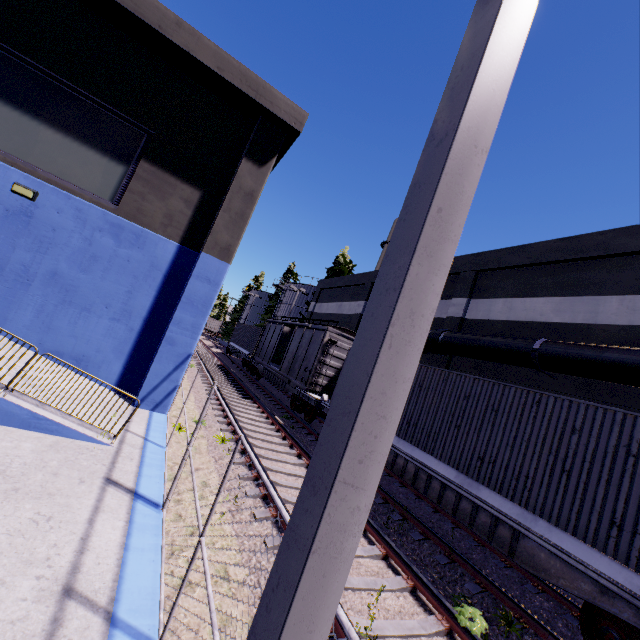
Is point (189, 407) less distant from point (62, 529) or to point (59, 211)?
point (59, 211)

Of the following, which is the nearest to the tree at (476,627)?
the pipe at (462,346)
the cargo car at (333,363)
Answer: the pipe at (462,346)

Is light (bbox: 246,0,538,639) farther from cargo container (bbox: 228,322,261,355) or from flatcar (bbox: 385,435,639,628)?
cargo container (bbox: 228,322,261,355)

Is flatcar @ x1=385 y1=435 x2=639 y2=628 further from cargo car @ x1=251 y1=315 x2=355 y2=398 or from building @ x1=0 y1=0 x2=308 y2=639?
building @ x1=0 y1=0 x2=308 y2=639

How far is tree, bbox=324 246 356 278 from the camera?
35.7m

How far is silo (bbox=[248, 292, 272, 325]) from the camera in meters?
59.1

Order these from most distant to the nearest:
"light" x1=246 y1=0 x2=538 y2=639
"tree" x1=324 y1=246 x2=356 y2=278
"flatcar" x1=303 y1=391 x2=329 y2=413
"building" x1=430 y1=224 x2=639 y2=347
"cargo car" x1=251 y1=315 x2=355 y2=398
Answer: "tree" x1=324 y1=246 x2=356 y2=278, "cargo car" x1=251 y1=315 x2=355 y2=398, "flatcar" x1=303 y1=391 x2=329 y2=413, "building" x1=430 y1=224 x2=639 y2=347, "light" x1=246 y1=0 x2=538 y2=639

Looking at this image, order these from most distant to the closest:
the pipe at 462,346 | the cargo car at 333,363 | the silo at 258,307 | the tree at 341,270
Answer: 1. the silo at 258,307
2. the tree at 341,270
3. the cargo car at 333,363
4. the pipe at 462,346
